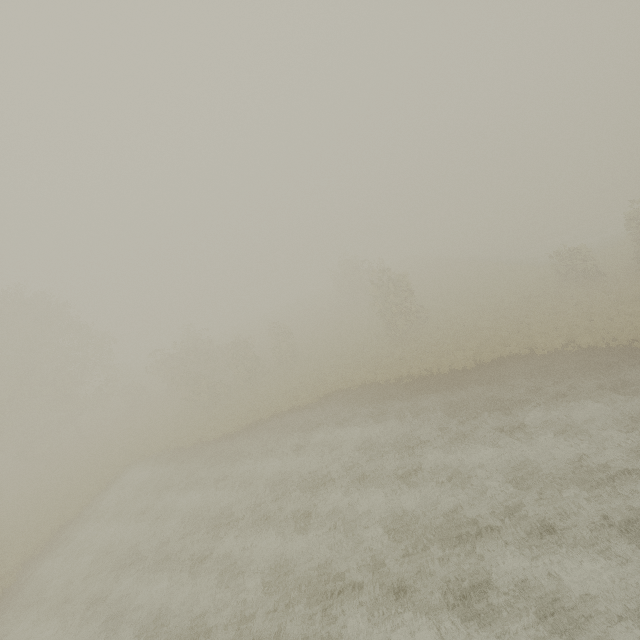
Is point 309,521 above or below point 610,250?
below
